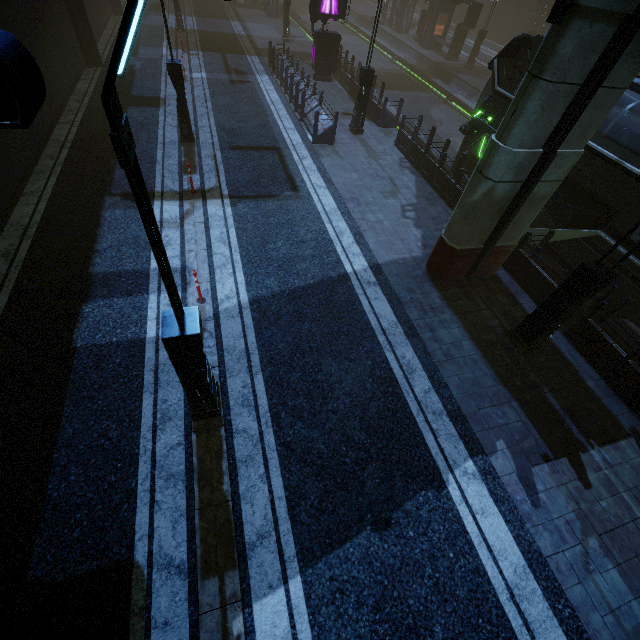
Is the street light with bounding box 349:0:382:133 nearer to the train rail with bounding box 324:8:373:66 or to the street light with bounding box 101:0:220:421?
the train rail with bounding box 324:8:373:66

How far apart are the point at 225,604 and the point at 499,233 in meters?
9.1 m

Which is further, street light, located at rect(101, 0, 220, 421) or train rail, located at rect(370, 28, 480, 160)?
train rail, located at rect(370, 28, 480, 160)

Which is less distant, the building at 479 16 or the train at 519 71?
the train at 519 71

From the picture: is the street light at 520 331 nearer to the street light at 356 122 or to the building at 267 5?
the building at 267 5

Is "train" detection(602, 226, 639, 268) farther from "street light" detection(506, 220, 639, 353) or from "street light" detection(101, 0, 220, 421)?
"street light" detection(101, 0, 220, 421)

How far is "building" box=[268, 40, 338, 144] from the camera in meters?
13.6
